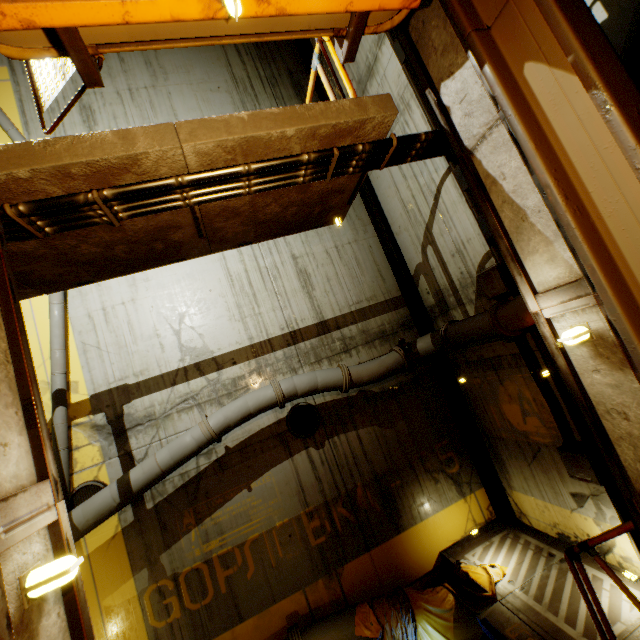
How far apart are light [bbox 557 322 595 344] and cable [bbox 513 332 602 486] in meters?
3.9 m

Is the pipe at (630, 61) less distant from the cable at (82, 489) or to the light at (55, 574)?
the cable at (82, 489)

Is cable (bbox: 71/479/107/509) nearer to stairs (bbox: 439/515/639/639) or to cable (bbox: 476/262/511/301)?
stairs (bbox: 439/515/639/639)

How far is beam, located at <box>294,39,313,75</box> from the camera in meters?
9.9 m

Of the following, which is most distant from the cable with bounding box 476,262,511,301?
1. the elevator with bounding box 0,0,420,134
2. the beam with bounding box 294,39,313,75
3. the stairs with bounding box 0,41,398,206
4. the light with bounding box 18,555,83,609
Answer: the light with bounding box 18,555,83,609

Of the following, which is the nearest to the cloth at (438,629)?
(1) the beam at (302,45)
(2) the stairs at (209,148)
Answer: (2) the stairs at (209,148)

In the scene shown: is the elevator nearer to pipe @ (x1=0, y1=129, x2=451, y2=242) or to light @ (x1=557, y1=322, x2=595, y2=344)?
pipe @ (x1=0, y1=129, x2=451, y2=242)

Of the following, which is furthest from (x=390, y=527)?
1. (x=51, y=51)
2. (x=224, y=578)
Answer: (x=51, y=51)
